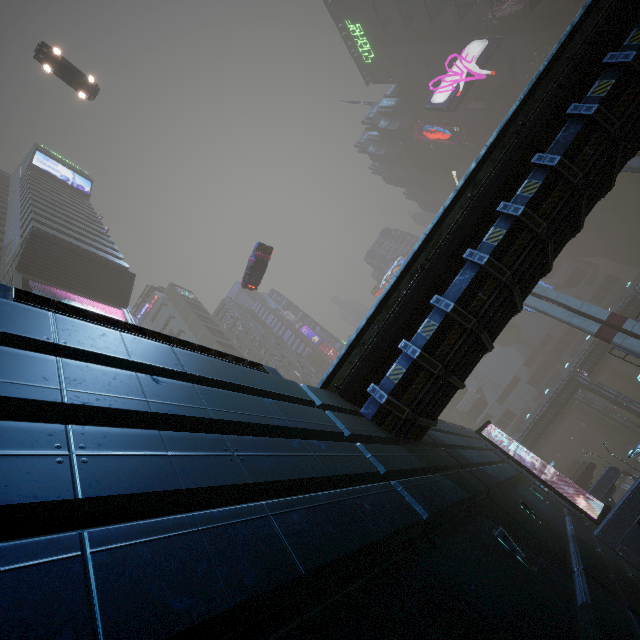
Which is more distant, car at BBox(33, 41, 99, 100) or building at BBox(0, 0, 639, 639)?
car at BBox(33, 41, 99, 100)

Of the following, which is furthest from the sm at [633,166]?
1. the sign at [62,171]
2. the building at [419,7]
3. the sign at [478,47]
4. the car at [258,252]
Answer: the sign at [62,171]

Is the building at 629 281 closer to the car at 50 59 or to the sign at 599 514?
the sign at 599 514

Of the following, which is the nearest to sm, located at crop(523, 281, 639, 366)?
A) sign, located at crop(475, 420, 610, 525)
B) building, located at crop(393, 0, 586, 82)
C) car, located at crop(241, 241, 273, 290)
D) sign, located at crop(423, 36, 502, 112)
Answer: building, located at crop(393, 0, 586, 82)

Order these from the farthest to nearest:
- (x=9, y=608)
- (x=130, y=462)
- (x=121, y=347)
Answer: (x=121, y=347)
(x=130, y=462)
(x=9, y=608)

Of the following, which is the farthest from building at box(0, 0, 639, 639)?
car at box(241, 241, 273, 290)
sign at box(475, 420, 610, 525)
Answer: car at box(241, 241, 273, 290)

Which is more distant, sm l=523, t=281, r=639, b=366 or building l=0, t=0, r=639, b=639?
sm l=523, t=281, r=639, b=366

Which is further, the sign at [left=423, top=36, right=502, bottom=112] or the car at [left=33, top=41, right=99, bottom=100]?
the sign at [left=423, top=36, right=502, bottom=112]
